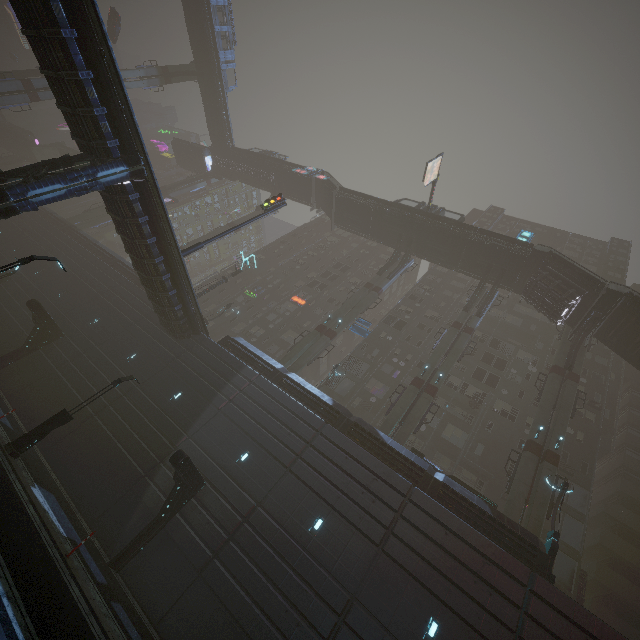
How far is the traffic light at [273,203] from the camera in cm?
2155

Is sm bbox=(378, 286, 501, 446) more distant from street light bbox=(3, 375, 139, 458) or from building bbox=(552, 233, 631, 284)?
street light bbox=(3, 375, 139, 458)

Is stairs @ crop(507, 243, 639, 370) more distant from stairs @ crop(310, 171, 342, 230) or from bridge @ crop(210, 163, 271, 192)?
bridge @ crop(210, 163, 271, 192)

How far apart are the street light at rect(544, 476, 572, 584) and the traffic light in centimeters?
2689cm

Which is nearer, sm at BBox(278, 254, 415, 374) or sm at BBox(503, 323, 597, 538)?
sm at BBox(503, 323, 597, 538)

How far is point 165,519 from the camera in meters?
15.9 m

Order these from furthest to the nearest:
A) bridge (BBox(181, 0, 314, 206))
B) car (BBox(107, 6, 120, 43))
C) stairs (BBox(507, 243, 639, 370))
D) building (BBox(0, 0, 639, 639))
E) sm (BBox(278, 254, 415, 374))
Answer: car (BBox(107, 6, 120, 43)) < bridge (BBox(181, 0, 314, 206)) < sm (BBox(278, 254, 415, 374)) < stairs (BBox(507, 243, 639, 370)) < building (BBox(0, 0, 639, 639))

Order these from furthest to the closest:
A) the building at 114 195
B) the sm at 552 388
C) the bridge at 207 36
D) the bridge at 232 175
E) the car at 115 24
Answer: the bridge at 232 175 → the car at 115 24 → the bridge at 207 36 → the sm at 552 388 → the building at 114 195
